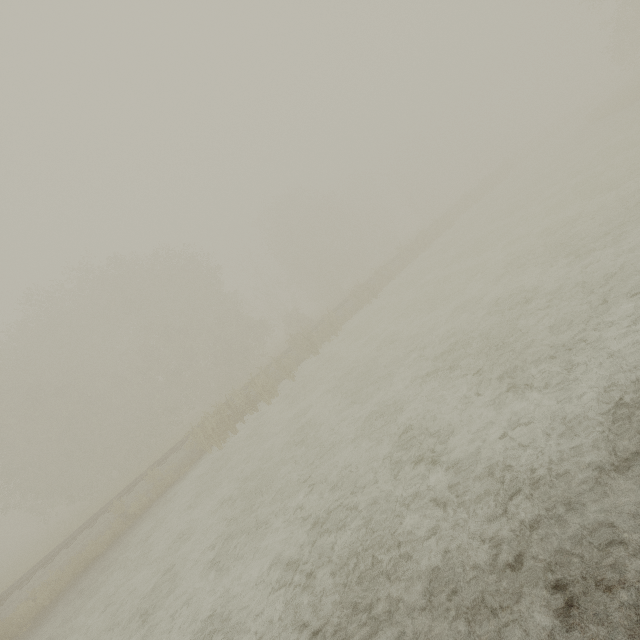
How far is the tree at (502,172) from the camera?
35.2 meters

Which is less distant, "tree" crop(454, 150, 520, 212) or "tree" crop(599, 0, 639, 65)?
"tree" crop(599, 0, 639, 65)

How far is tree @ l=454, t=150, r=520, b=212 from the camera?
35.19m

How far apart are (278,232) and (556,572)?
46.5 meters

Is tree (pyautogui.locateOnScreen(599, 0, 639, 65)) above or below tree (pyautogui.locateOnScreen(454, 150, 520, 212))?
above

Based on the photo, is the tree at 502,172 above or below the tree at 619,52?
below
